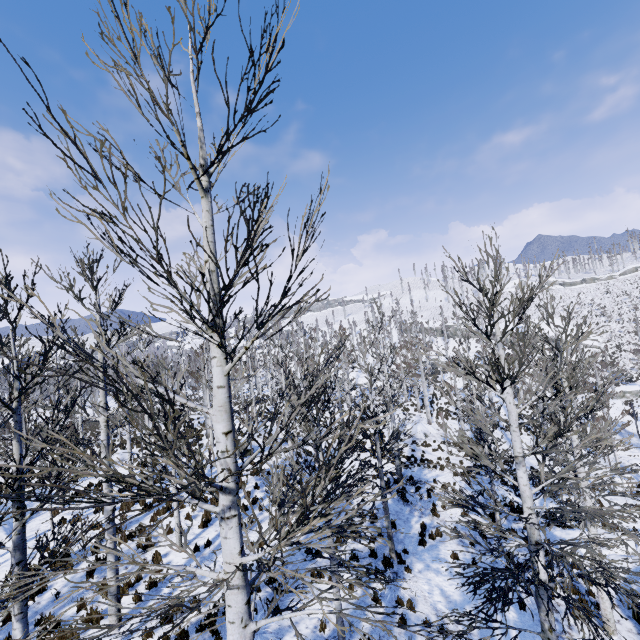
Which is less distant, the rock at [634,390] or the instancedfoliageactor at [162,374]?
the instancedfoliageactor at [162,374]

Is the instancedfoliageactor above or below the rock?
above

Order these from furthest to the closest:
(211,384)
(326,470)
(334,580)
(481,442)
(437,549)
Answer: (211,384)
(481,442)
(437,549)
(334,580)
(326,470)

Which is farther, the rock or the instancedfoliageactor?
the rock

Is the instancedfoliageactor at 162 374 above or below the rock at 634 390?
above
